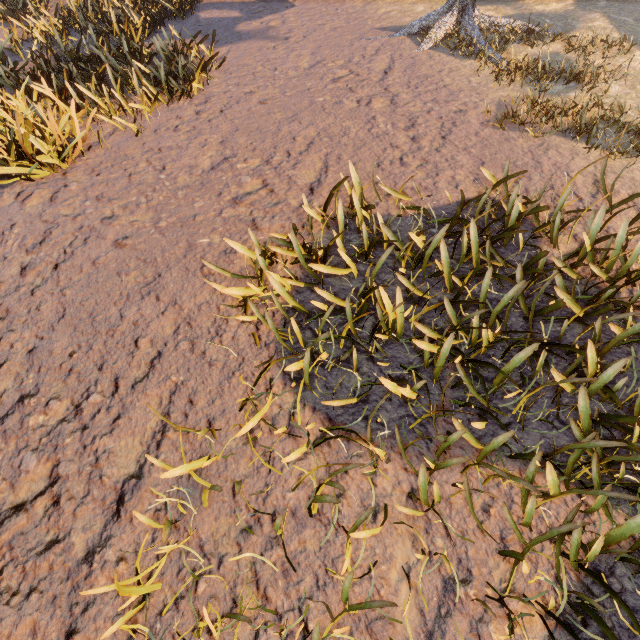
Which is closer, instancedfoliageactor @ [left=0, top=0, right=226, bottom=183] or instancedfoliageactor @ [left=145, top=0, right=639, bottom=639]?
instancedfoliageactor @ [left=145, top=0, right=639, bottom=639]

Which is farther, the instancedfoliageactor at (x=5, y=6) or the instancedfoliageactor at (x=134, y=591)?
the instancedfoliageactor at (x=5, y=6)

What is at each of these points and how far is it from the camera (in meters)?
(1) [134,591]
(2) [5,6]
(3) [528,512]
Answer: (1) instancedfoliageactor, 2.48
(2) instancedfoliageactor, 12.63
(3) instancedfoliageactor, 2.48

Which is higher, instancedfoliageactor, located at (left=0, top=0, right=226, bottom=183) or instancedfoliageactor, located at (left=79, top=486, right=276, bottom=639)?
instancedfoliageactor, located at (left=0, top=0, right=226, bottom=183)
